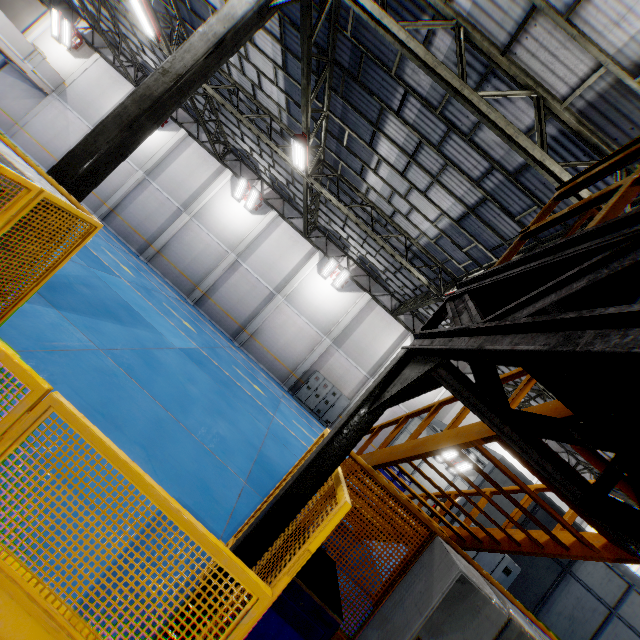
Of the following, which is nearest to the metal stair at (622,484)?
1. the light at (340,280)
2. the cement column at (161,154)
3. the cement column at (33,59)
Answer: the light at (340,280)

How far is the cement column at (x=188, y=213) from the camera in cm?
2017

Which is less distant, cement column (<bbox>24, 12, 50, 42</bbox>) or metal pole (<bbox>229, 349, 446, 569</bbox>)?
metal pole (<bbox>229, 349, 446, 569</bbox>)

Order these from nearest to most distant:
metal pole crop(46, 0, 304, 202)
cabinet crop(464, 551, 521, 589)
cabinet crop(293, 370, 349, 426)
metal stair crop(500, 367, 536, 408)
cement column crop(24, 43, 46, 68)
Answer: metal stair crop(500, 367, 536, 408) < metal pole crop(46, 0, 304, 202) < cabinet crop(464, 551, 521, 589) < cement column crop(24, 43, 46, 68) < cabinet crop(293, 370, 349, 426)

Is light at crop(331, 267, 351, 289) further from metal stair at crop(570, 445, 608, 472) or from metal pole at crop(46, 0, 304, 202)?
metal pole at crop(46, 0, 304, 202)

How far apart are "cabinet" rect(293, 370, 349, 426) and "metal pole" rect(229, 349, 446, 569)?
16.88m

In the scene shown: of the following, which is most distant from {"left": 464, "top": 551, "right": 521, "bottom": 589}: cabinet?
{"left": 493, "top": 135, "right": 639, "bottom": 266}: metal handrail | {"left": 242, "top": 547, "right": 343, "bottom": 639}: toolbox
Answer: {"left": 493, "top": 135, "right": 639, "bottom": 266}: metal handrail

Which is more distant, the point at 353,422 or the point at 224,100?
the point at 224,100
